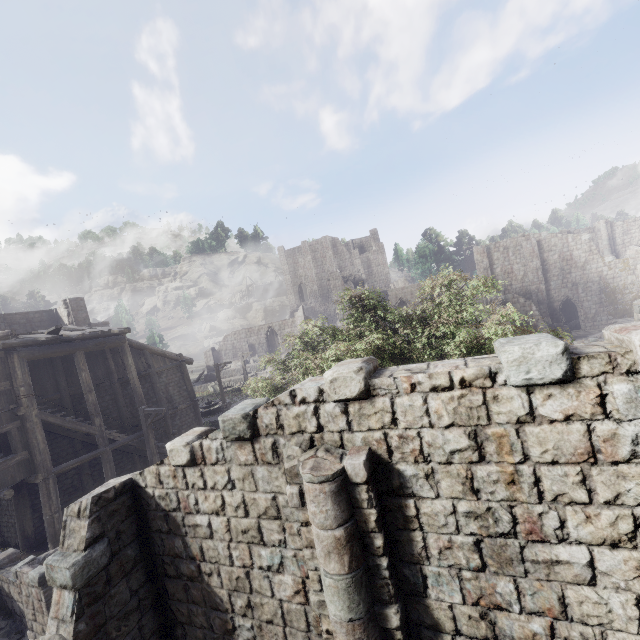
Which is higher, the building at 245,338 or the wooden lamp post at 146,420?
the building at 245,338

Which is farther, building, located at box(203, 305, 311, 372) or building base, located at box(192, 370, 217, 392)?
building, located at box(203, 305, 311, 372)

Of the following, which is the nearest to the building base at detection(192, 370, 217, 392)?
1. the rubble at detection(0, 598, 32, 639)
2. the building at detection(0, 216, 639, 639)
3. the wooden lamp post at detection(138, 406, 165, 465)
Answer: the building at detection(0, 216, 639, 639)

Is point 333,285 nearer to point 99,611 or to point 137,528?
point 137,528

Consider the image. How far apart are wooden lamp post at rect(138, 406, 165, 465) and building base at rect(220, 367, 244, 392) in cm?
2574

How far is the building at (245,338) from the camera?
44.7m
